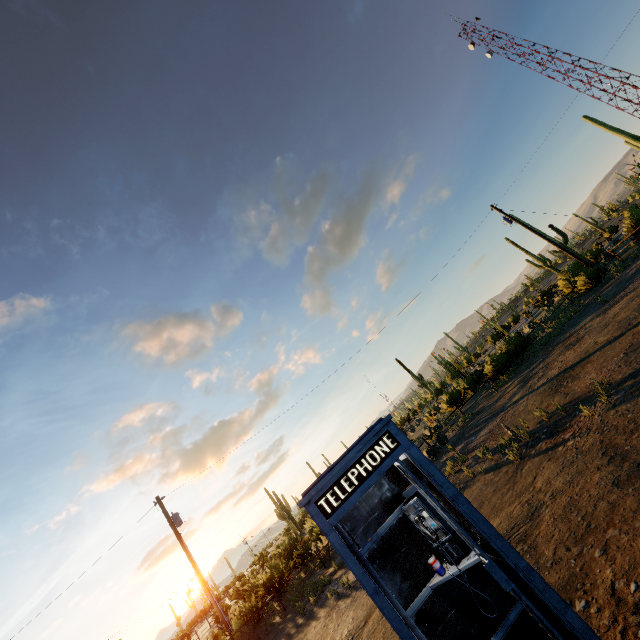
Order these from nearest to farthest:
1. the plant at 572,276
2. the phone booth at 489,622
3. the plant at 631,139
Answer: the phone booth at 489,622 → the plant at 572,276 → the plant at 631,139

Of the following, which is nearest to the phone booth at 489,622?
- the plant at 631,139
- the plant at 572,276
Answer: the plant at 572,276

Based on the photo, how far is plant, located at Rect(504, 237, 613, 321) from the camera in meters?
19.8 m

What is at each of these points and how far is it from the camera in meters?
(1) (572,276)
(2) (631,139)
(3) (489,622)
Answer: (1) plant, 22.7
(2) plant, 25.1
(3) phone booth, 2.9

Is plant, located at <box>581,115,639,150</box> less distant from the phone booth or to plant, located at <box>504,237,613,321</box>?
plant, located at <box>504,237,613,321</box>

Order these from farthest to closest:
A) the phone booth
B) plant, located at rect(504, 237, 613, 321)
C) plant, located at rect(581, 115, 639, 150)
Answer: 1. plant, located at rect(581, 115, 639, 150)
2. plant, located at rect(504, 237, 613, 321)
3. the phone booth

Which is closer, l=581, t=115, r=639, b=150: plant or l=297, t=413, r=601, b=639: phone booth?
l=297, t=413, r=601, b=639: phone booth

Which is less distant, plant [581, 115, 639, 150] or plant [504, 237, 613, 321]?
plant [504, 237, 613, 321]
